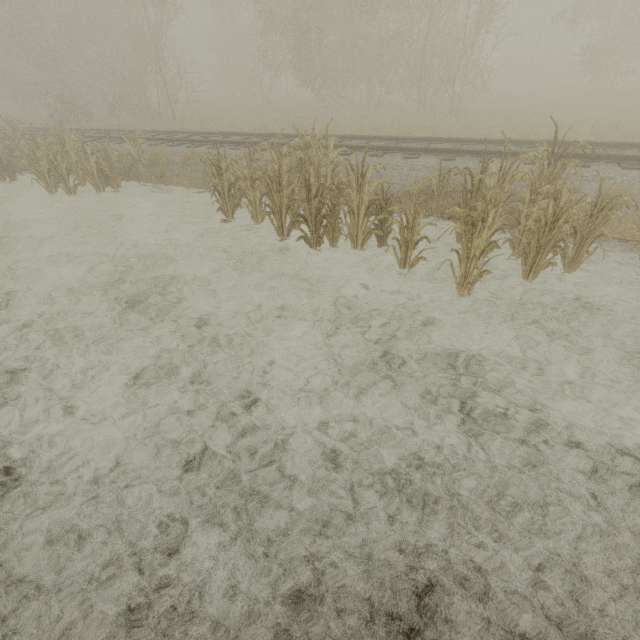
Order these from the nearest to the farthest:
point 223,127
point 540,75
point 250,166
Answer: point 250,166, point 223,127, point 540,75
